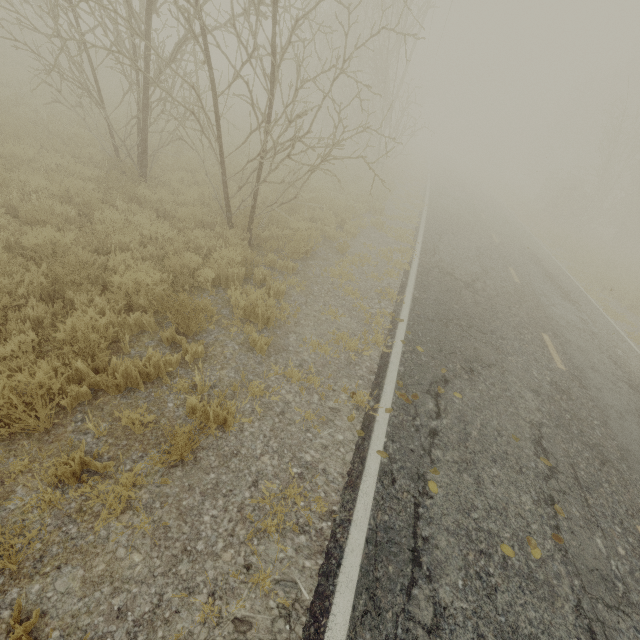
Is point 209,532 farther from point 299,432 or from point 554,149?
point 554,149
